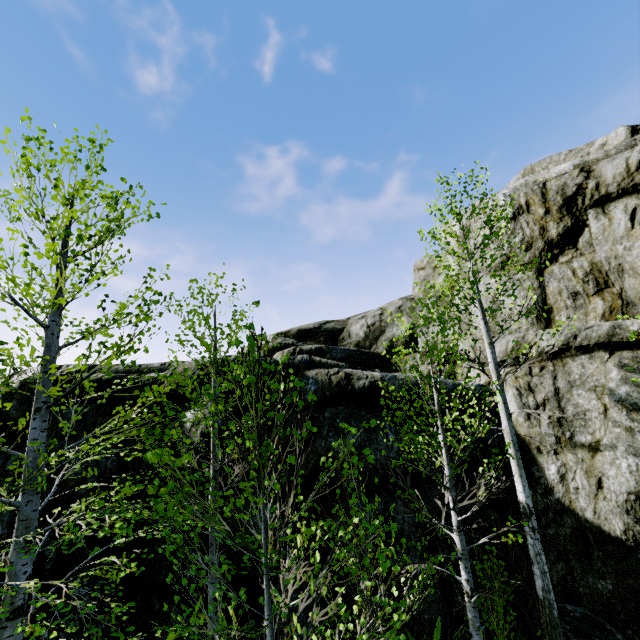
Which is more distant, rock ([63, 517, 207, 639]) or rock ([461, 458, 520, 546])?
rock ([461, 458, 520, 546])

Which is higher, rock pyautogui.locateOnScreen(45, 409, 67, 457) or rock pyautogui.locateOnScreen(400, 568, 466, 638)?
rock pyautogui.locateOnScreen(45, 409, 67, 457)

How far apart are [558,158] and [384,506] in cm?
1307

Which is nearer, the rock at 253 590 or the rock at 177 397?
the rock at 253 590

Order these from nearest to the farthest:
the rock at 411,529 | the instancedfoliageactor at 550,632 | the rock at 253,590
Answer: the instancedfoliageactor at 550,632
the rock at 253,590
the rock at 411,529

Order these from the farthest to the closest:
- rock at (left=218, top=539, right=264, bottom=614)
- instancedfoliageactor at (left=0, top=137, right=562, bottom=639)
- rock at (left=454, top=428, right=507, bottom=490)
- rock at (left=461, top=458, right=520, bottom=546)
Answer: rock at (left=454, top=428, right=507, bottom=490) → rock at (left=461, top=458, right=520, bottom=546) → rock at (left=218, top=539, right=264, bottom=614) → instancedfoliageactor at (left=0, top=137, right=562, bottom=639)

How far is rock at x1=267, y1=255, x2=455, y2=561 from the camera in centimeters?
737cm
